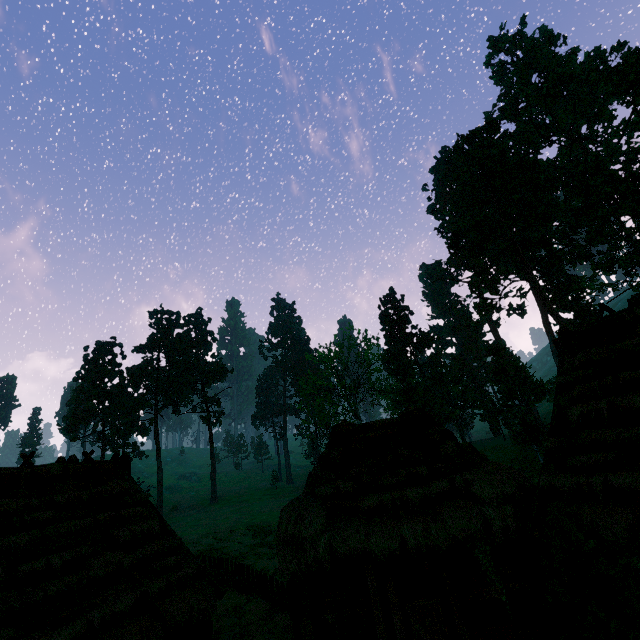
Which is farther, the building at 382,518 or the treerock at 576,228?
the treerock at 576,228

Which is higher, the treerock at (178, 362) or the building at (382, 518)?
the treerock at (178, 362)

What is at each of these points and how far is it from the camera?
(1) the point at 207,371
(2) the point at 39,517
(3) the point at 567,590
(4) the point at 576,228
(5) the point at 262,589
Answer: (1) treerock, 57.8m
(2) building, 8.5m
(3) treerock, 5.7m
(4) treerock, 29.9m
(5) fence, 14.1m

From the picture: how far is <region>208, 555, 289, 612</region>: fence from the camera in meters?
13.0

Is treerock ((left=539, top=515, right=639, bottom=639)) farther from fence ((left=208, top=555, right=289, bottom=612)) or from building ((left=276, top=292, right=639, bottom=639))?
fence ((left=208, top=555, right=289, bottom=612))

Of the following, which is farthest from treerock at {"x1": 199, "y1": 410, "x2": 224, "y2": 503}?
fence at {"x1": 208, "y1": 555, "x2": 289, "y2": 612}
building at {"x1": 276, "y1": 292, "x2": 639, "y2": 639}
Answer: fence at {"x1": 208, "y1": 555, "x2": 289, "y2": 612}
